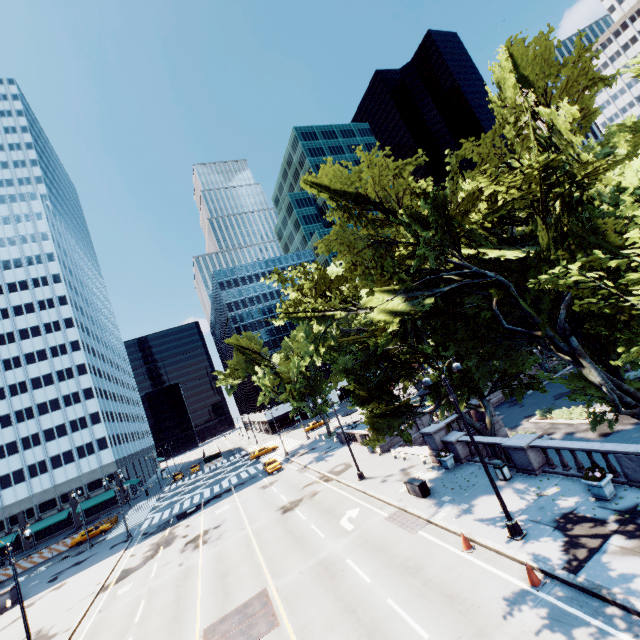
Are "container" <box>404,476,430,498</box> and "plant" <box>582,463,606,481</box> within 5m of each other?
no

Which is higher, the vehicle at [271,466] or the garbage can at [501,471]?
the vehicle at [271,466]

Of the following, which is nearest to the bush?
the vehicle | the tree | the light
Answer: the tree

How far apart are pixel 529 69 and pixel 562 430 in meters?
23.8

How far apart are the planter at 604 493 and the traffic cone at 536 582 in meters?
4.7 m

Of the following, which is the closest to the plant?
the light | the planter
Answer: the planter

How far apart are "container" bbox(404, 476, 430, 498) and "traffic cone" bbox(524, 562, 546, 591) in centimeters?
812cm

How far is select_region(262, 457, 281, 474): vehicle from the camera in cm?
4041
